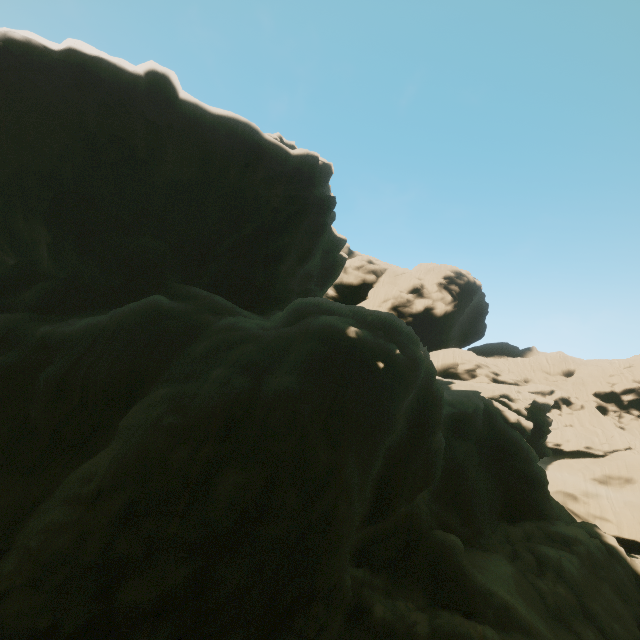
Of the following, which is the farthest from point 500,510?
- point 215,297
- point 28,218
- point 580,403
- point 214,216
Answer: point 580,403
